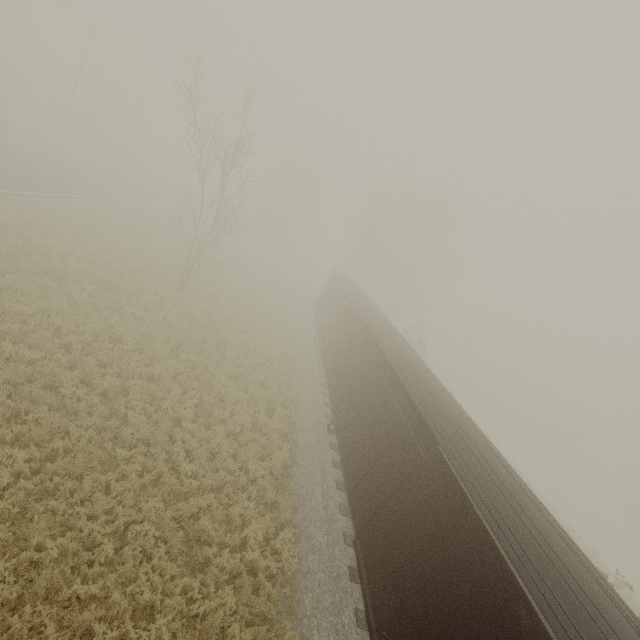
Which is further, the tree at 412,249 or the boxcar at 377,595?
the tree at 412,249

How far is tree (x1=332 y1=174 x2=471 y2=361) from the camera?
36.9 meters

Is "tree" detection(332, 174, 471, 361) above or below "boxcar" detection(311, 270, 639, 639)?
above

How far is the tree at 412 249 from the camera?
36.9m

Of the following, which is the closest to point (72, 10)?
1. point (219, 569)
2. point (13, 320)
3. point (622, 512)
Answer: point (13, 320)

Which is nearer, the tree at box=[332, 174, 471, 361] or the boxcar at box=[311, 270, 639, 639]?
the boxcar at box=[311, 270, 639, 639]
